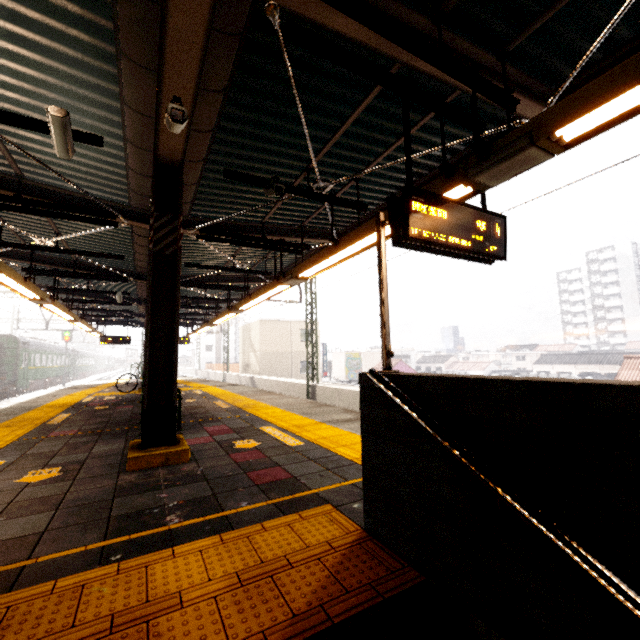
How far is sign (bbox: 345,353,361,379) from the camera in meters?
40.1 m

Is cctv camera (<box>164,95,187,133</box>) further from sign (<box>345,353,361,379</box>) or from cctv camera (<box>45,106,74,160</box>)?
sign (<box>345,353,361,379</box>)

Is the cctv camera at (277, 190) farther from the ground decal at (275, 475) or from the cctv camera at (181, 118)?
the ground decal at (275, 475)

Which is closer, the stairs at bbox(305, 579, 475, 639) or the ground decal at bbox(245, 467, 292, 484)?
the stairs at bbox(305, 579, 475, 639)

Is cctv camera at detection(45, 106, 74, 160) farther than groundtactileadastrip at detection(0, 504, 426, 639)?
Yes

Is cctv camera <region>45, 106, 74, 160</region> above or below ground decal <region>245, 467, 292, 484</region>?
above

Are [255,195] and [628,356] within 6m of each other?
no

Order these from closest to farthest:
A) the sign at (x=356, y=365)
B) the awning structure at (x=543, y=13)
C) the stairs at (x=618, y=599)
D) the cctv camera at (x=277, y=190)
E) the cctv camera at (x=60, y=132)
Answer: the stairs at (x=618, y=599)
the awning structure at (x=543, y=13)
the cctv camera at (x=60, y=132)
the cctv camera at (x=277, y=190)
the sign at (x=356, y=365)
